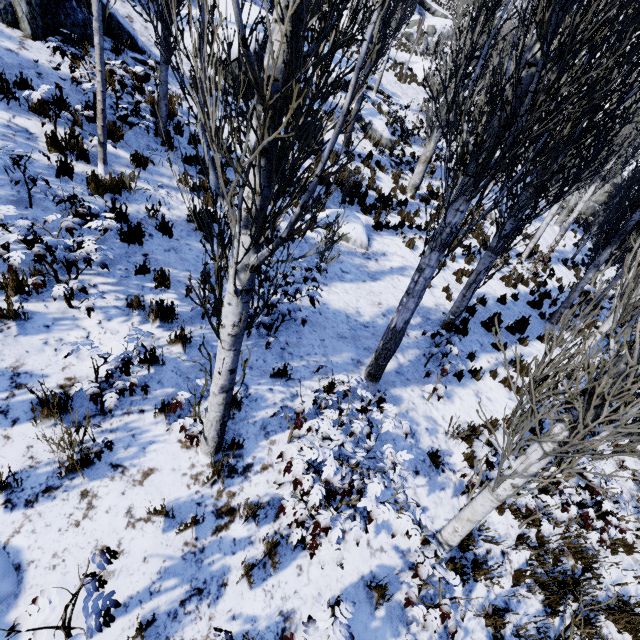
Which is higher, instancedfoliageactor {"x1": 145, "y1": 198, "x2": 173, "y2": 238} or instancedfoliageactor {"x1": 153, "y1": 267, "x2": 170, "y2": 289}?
instancedfoliageactor {"x1": 145, "y1": 198, "x2": 173, "y2": 238}

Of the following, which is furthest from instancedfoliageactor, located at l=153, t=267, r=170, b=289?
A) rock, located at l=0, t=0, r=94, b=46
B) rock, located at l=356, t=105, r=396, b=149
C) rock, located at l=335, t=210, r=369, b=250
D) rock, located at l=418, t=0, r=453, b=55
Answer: rock, located at l=418, t=0, r=453, b=55

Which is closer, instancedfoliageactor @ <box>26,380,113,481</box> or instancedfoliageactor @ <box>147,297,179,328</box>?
instancedfoliageactor @ <box>26,380,113,481</box>

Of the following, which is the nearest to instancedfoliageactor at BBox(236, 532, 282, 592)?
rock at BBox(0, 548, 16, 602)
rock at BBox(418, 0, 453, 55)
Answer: rock at BBox(0, 548, 16, 602)

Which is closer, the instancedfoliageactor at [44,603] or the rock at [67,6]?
the instancedfoliageactor at [44,603]

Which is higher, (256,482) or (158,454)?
(158,454)

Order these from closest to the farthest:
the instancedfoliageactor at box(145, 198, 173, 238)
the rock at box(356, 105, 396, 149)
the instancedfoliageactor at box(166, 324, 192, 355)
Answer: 1. the instancedfoliageactor at box(166, 324, 192, 355)
2. the instancedfoliageactor at box(145, 198, 173, 238)
3. the rock at box(356, 105, 396, 149)
